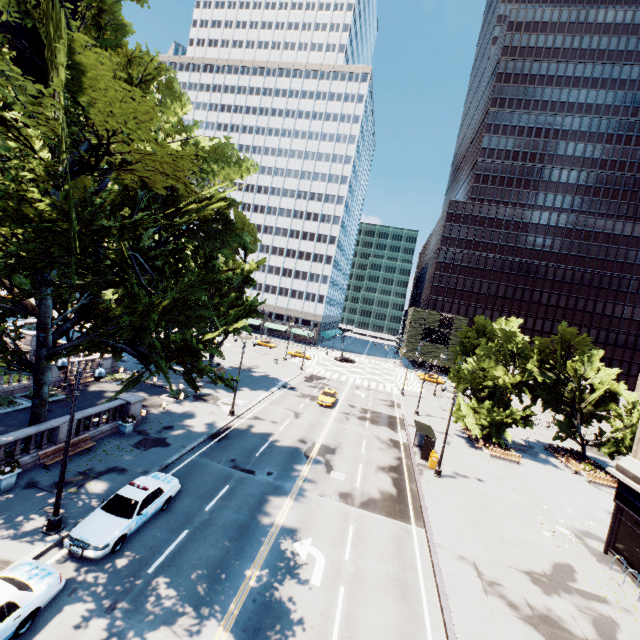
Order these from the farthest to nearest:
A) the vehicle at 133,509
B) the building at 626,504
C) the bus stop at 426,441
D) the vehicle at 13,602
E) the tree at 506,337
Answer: the tree at 506,337
the bus stop at 426,441
the building at 626,504
the vehicle at 133,509
the vehicle at 13,602

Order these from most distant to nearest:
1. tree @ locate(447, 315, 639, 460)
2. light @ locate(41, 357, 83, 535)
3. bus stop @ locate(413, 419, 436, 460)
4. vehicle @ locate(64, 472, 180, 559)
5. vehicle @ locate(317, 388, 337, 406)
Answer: vehicle @ locate(317, 388, 337, 406), tree @ locate(447, 315, 639, 460), bus stop @ locate(413, 419, 436, 460), light @ locate(41, 357, 83, 535), vehicle @ locate(64, 472, 180, 559)

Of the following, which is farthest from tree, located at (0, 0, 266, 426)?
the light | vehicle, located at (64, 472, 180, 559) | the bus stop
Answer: the bus stop

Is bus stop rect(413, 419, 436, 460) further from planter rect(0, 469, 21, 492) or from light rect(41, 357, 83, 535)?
planter rect(0, 469, 21, 492)

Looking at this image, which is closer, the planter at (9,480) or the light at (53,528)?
the light at (53,528)

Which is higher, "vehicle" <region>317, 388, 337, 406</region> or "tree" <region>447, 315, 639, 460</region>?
"tree" <region>447, 315, 639, 460</region>

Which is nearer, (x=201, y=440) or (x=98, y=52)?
(x=98, y=52)

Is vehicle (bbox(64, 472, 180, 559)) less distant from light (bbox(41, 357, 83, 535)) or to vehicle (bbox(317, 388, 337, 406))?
light (bbox(41, 357, 83, 535))
